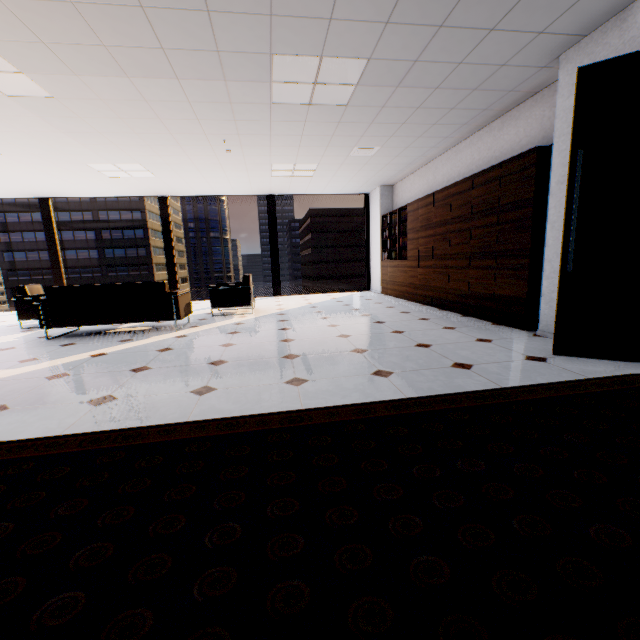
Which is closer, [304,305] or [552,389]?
[552,389]

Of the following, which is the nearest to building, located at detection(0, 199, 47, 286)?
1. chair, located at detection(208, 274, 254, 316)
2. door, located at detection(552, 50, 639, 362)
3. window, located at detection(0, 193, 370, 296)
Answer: window, located at detection(0, 193, 370, 296)

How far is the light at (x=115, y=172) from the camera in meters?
6.2

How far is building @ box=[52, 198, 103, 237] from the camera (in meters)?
59.11

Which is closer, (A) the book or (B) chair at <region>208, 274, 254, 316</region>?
(B) chair at <region>208, 274, 254, 316</region>

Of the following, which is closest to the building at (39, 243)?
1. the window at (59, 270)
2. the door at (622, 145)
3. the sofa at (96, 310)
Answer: the window at (59, 270)

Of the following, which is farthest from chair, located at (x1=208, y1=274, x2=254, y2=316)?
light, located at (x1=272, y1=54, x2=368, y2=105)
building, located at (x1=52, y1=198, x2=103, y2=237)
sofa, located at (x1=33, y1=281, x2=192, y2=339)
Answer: building, located at (x1=52, y1=198, x2=103, y2=237)

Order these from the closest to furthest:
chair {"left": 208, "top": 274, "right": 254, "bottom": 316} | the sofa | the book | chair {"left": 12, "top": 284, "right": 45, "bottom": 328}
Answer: the sofa → chair {"left": 12, "top": 284, "right": 45, "bottom": 328} → chair {"left": 208, "top": 274, "right": 254, "bottom": 316} → the book
